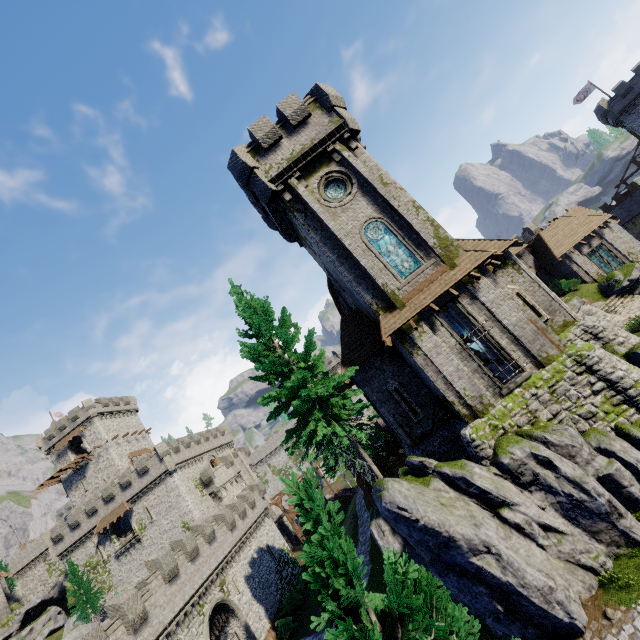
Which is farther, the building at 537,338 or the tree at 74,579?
the tree at 74,579

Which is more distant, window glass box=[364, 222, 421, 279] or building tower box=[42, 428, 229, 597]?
building tower box=[42, 428, 229, 597]

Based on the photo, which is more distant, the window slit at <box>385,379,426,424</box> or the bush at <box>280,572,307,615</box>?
the bush at <box>280,572,307,615</box>

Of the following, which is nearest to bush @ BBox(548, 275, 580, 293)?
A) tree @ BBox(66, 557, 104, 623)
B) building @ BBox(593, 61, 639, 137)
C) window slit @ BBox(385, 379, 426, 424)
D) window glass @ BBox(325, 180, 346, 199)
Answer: window slit @ BBox(385, 379, 426, 424)

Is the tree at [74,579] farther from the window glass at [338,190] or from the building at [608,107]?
the building at [608,107]

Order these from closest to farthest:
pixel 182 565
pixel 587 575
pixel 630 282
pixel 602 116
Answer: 1. pixel 587 575
2. pixel 182 565
3. pixel 630 282
4. pixel 602 116

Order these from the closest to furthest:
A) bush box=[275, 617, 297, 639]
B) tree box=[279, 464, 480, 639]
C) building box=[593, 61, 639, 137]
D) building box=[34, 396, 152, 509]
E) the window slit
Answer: tree box=[279, 464, 480, 639] < the window slit < bush box=[275, 617, 297, 639] < building box=[593, 61, 639, 137] < building box=[34, 396, 152, 509]

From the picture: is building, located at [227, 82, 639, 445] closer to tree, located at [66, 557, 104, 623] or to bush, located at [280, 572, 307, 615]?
bush, located at [280, 572, 307, 615]
